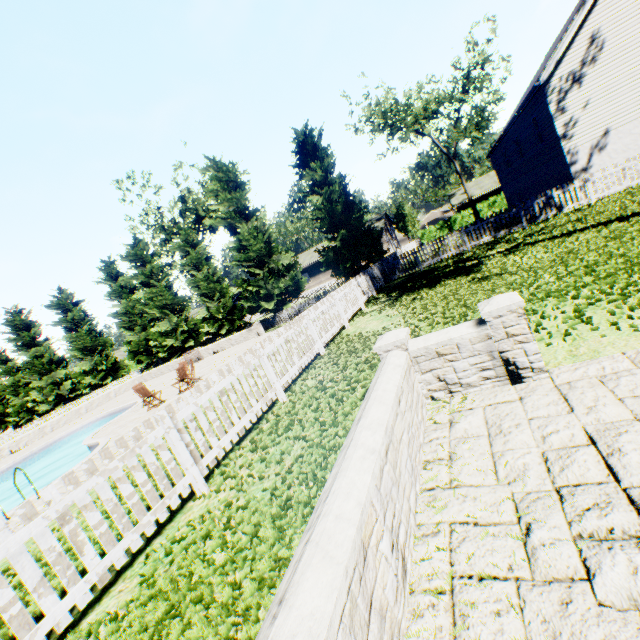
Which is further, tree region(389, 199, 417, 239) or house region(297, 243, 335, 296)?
tree region(389, 199, 417, 239)

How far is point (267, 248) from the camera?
24.83m

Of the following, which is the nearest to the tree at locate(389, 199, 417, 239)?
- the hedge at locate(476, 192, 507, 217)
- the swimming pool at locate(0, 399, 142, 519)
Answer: the hedge at locate(476, 192, 507, 217)

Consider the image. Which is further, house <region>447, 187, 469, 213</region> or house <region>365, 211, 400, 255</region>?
house <region>447, 187, 469, 213</region>

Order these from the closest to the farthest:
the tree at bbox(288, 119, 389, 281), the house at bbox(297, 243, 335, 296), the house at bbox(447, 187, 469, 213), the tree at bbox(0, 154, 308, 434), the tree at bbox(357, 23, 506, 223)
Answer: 1. the tree at bbox(288, 119, 389, 281)
2. the tree at bbox(0, 154, 308, 434)
3. the tree at bbox(357, 23, 506, 223)
4. the house at bbox(447, 187, 469, 213)
5. the house at bbox(297, 243, 335, 296)

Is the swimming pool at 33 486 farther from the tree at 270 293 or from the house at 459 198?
the house at 459 198

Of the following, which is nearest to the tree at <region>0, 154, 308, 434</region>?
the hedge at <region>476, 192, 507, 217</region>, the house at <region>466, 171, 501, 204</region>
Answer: the hedge at <region>476, 192, 507, 217</region>

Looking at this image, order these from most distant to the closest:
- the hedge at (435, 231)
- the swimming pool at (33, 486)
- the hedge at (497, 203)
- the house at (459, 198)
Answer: the house at (459, 198) < the hedge at (435, 231) < the hedge at (497, 203) < the swimming pool at (33, 486)
